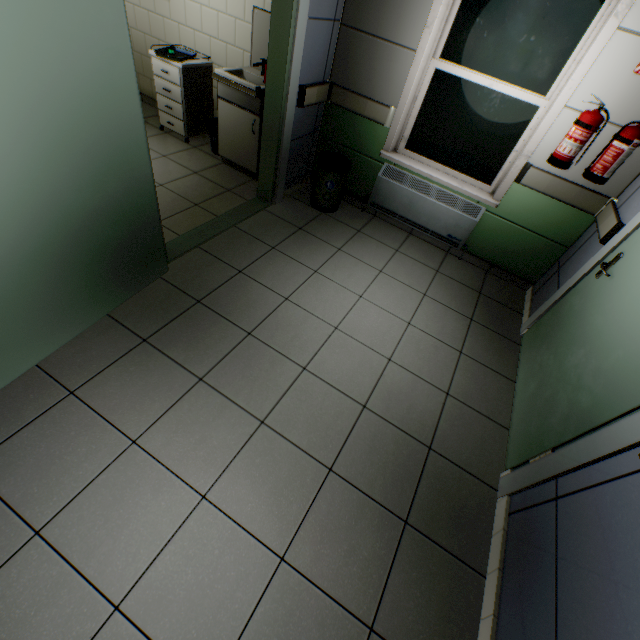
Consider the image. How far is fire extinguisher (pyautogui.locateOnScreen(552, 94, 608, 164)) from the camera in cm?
248

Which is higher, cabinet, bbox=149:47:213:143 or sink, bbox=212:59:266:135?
sink, bbox=212:59:266:135

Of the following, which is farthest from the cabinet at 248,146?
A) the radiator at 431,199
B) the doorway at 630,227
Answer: the doorway at 630,227

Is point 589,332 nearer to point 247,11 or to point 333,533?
point 333,533

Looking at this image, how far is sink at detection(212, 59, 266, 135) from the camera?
3.3 meters

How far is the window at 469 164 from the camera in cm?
292

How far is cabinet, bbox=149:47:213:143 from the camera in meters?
3.7

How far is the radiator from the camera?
3.4m
